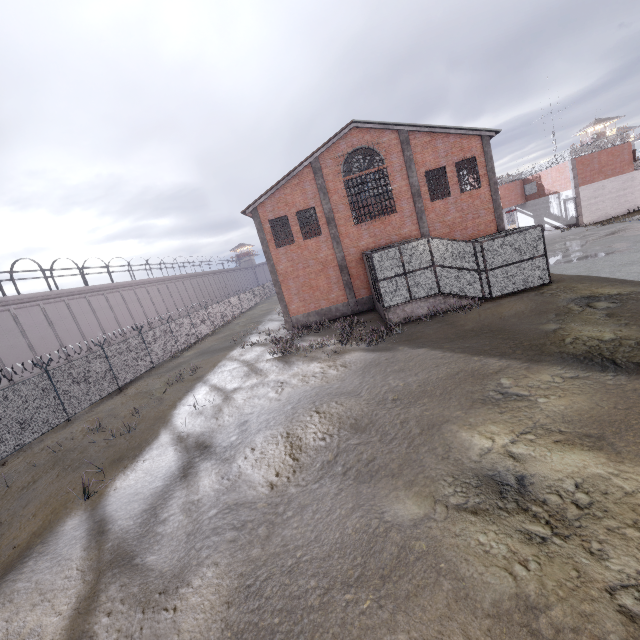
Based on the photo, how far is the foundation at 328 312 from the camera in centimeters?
2334cm

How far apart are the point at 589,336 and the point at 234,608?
11.51m

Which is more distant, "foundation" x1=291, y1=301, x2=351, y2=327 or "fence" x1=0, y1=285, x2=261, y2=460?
"foundation" x1=291, y1=301, x2=351, y2=327

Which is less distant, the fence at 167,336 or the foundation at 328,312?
the fence at 167,336

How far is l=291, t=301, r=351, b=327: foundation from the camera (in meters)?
23.34
